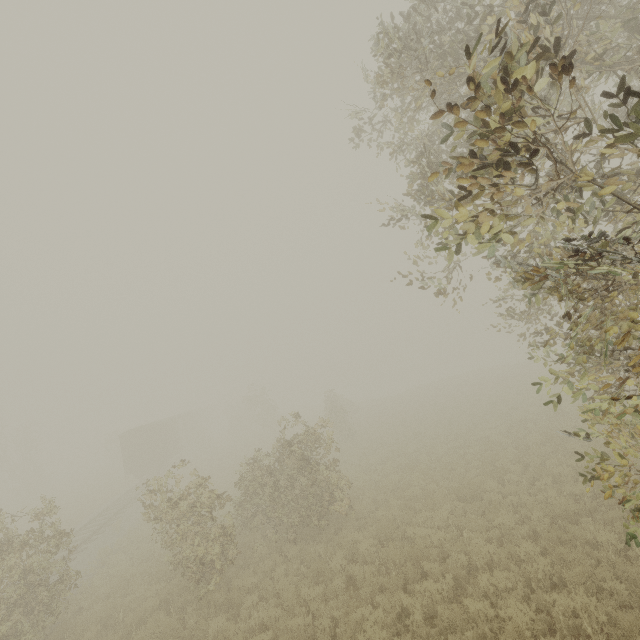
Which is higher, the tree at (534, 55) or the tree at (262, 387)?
the tree at (534, 55)

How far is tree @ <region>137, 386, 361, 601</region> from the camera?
10.2 meters

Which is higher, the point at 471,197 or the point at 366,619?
the point at 471,197

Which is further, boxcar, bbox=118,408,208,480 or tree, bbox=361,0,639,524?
boxcar, bbox=118,408,208,480

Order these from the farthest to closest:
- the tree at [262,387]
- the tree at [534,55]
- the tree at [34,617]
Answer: the tree at [262,387]
the tree at [34,617]
the tree at [534,55]

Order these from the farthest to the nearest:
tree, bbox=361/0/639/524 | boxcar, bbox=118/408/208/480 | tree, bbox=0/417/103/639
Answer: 1. boxcar, bbox=118/408/208/480
2. tree, bbox=0/417/103/639
3. tree, bbox=361/0/639/524

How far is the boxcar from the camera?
29.3 meters

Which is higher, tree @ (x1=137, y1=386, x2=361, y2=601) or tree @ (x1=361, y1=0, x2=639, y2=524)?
tree @ (x1=361, y1=0, x2=639, y2=524)
